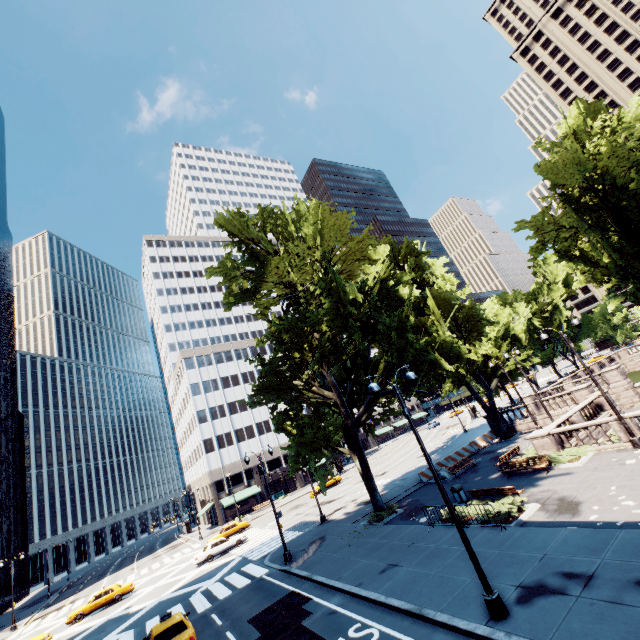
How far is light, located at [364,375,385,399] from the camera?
10.6m

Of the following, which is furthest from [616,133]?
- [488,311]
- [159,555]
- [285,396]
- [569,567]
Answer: [159,555]

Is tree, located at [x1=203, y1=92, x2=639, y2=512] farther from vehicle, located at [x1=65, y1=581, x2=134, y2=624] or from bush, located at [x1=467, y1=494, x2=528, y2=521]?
vehicle, located at [x1=65, y1=581, x2=134, y2=624]

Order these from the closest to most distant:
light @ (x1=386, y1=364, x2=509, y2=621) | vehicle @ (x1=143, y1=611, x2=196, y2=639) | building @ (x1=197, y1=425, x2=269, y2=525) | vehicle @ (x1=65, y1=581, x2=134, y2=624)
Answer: light @ (x1=386, y1=364, x2=509, y2=621) < vehicle @ (x1=143, y1=611, x2=196, y2=639) < vehicle @ (x1=65, y1=581, x2=134, y2=624) < building @ (x1=197, y1=425, x2=269, y2=525)

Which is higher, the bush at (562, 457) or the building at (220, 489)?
the building at (220, 489)

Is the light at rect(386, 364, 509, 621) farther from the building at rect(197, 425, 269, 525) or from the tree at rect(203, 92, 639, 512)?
the building at rect(197, 425, 269, 525)

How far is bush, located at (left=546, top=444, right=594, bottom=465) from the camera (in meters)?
18.56

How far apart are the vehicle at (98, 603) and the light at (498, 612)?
35.87m
